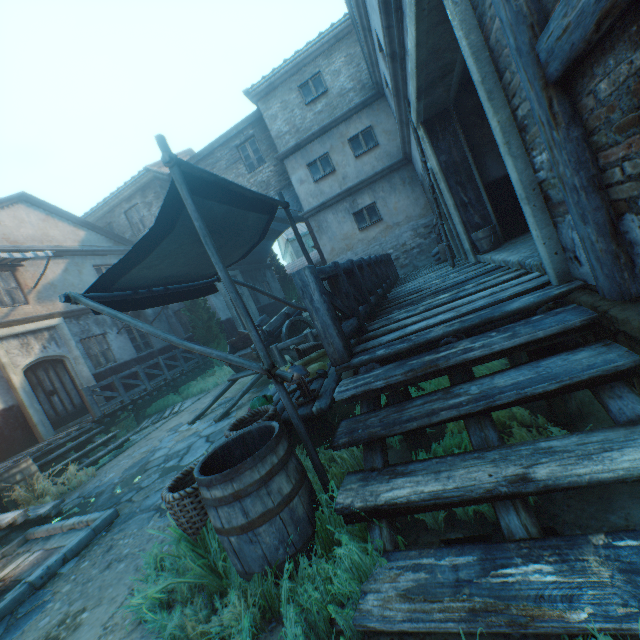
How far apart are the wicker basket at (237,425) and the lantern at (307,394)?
0.3m

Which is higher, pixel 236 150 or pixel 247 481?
pixel 236 150

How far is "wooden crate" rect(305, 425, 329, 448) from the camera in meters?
3.9

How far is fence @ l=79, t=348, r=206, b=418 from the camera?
9.93m

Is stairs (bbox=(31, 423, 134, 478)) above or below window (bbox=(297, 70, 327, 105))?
below

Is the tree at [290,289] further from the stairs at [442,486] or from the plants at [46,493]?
the stairs at [442,486]

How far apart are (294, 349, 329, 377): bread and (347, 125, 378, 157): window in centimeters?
1016cm

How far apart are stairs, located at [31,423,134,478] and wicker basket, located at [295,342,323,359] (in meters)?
6.68
